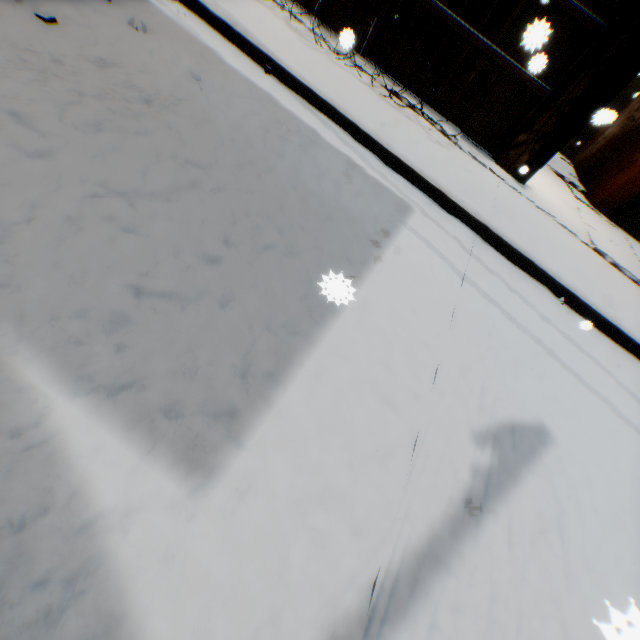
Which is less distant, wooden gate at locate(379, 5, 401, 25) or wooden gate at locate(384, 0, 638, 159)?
wooden gate at locate(384, 0, 638, 159)

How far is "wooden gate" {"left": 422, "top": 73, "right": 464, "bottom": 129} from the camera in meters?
5.2 m

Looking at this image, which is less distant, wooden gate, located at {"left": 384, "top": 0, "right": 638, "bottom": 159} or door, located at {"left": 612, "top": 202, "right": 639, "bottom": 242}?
wooden gate, located at {"left": 384, "top": 0, "right": 638, "bottom": 159}

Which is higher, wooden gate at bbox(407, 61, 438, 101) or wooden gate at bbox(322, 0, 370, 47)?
wooden gate at bbox(407, 61, 438, 101)

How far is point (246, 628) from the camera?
1.0 meters

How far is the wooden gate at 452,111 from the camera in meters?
5.2

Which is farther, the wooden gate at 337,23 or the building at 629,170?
the building at 629,170

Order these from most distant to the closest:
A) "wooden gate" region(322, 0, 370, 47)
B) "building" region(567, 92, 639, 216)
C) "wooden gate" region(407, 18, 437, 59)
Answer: "building" region(567, 92, 639, 216) → "wooden gate" region(407, 18, 437, 59) → "wooden gate" region(322, 0, 370, 47)
